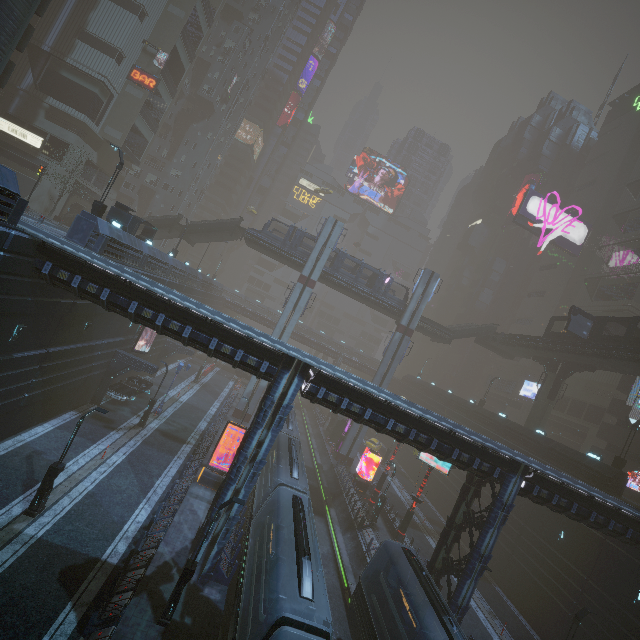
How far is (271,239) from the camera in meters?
39.9

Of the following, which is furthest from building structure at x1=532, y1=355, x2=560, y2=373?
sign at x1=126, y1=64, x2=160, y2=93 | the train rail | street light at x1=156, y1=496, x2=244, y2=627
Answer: sign at x1=126, y1=64, x2=160, y2=93

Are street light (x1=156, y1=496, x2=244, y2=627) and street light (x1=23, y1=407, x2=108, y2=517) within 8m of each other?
yes

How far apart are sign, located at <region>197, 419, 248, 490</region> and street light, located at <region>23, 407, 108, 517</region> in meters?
9.1

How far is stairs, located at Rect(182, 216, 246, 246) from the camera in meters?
39.1 m

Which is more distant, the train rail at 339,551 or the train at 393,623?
the train rail at 339,551

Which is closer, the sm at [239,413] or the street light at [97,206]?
the street light at [97,206]

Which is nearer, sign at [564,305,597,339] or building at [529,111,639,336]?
sign at [564,305,597,339]
